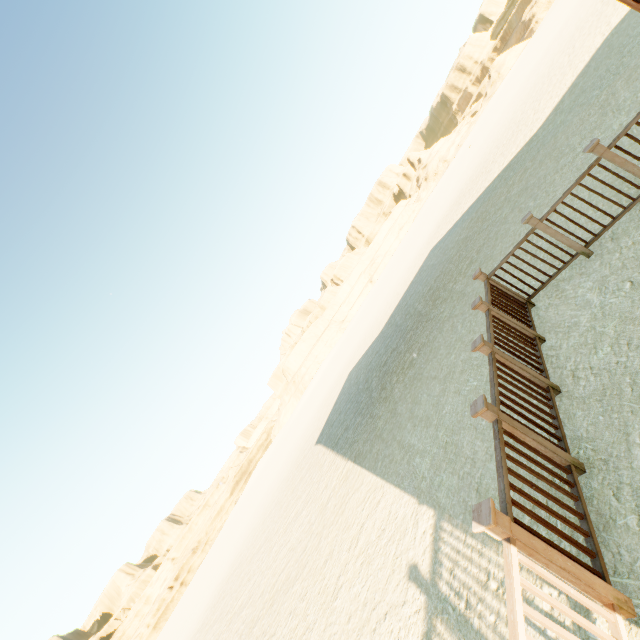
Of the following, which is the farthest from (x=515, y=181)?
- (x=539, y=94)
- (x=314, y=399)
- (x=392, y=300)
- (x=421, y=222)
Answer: (x=421, y=222)
